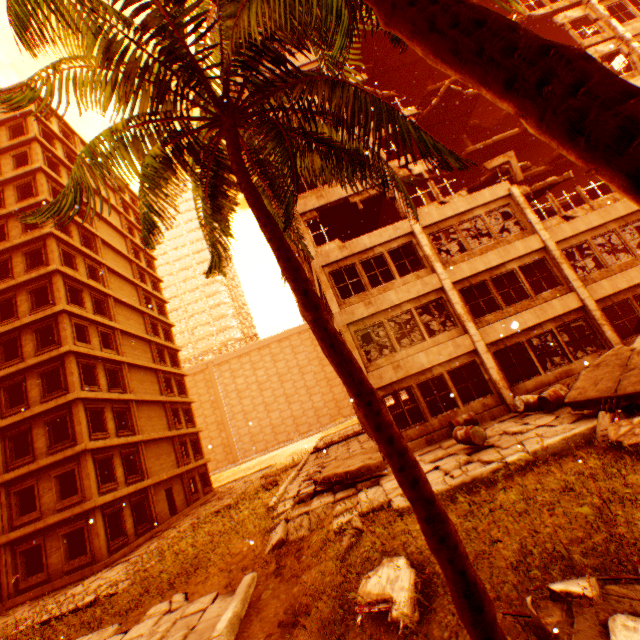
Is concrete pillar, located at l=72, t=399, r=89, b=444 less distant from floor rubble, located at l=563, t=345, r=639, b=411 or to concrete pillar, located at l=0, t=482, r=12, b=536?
concrete pillar, located at l=0, t=482, r=12, b=536

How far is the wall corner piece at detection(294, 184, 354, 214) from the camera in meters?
15.7 m

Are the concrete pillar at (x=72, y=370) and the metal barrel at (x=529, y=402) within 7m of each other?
no

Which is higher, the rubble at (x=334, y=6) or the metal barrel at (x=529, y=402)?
the rubble at (x=334, y=6)

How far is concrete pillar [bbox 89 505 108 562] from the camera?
17.1m

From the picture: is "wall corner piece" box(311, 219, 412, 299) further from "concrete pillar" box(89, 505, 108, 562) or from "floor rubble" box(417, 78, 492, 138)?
"concrete pillar" box(89, 505, 108, 562)

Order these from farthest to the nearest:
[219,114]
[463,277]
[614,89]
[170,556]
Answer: [463,277]
[170,556]
[219,114]
[614,89]

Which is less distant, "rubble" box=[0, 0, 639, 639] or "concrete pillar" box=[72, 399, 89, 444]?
"rubble" box=[0, 0, 639, 639]
